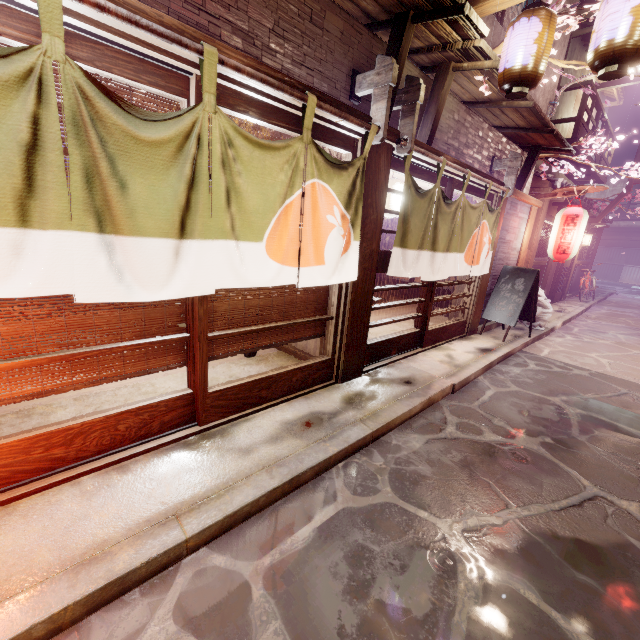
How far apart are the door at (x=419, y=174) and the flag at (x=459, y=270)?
0.3 meters

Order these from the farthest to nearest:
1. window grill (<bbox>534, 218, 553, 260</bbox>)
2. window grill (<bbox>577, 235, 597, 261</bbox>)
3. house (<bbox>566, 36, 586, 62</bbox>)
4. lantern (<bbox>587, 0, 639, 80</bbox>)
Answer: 1. window grill (<bbox>577, 235, 597, 261</bbox>)
2. house (<bbox>566, 36, 586, 62</bbox>)
3. window grill (<bbox>534, 218, 553, 260</bbox>)
4. lantern (<bbox>587, 0, 639, 80</bbox>)

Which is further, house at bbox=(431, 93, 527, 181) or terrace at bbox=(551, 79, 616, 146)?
terrace at bbox=(551, 79, 616, 146)

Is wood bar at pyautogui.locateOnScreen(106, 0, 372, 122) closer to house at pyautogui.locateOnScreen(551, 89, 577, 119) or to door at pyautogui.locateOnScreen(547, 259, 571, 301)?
house at pyautogui.locateOnScreen(551, 89, 577, 119)

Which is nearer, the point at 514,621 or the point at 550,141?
the point at 514,621

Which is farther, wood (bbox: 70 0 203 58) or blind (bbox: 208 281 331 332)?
blind (bbox: 208 281 331 332)

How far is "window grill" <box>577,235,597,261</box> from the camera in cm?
2433

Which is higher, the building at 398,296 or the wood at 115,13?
the wood at 115,13
